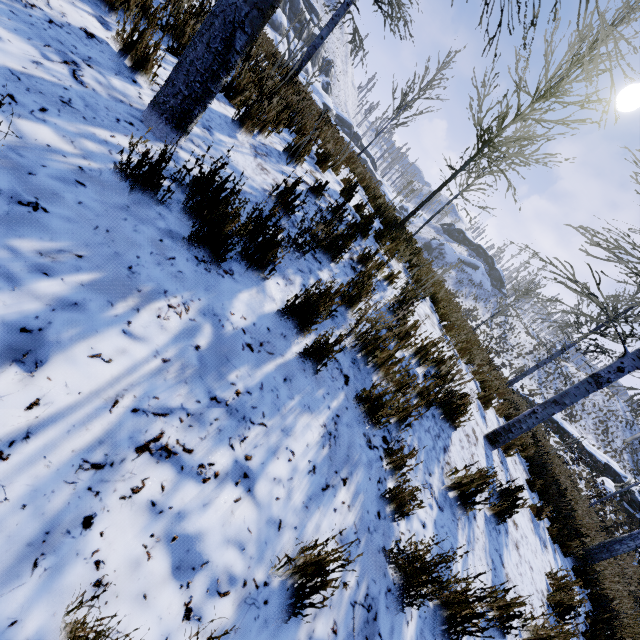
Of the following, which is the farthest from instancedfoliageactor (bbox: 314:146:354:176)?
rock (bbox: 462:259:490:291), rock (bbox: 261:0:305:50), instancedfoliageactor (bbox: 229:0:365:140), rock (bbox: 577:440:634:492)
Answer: rock (bbox: 462:259:490:291)

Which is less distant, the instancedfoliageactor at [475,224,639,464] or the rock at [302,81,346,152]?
the instancedfoliageactor at [475,224,639,464]

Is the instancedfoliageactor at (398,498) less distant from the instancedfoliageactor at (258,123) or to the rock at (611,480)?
the instancedfoliageactor at (258,123)

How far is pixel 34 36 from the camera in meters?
2.0

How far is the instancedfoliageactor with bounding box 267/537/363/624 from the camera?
1.37m

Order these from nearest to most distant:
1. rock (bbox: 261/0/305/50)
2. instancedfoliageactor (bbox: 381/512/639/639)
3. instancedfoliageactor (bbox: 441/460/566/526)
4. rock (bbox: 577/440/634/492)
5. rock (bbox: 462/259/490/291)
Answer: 1. instancedfoliageactor (bbox: 381/512/639/639)
2. instancedfoliageactor (bbox: 441/460/566/526)
3. rock (bbox: 261/0/305/50)
4. rock (bbox: 577/440/634/492)
5. rock (bbox: 462/259/490/291)

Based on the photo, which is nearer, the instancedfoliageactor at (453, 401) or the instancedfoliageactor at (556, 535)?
the instancedfoliageactor at (453, 401)
